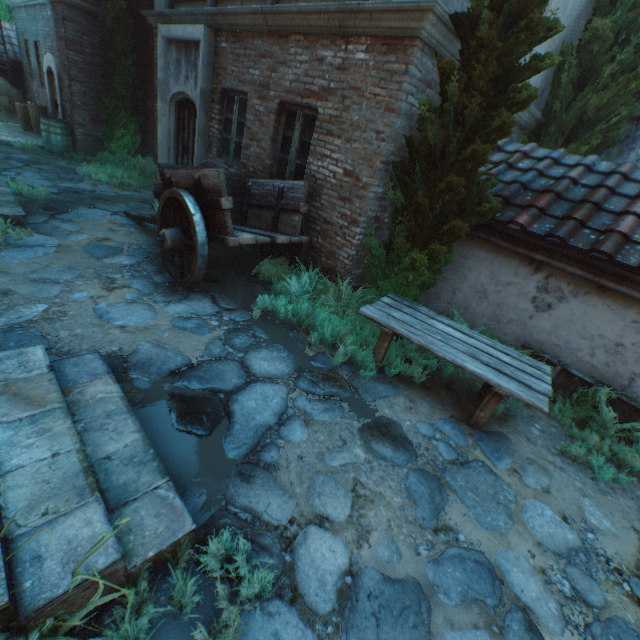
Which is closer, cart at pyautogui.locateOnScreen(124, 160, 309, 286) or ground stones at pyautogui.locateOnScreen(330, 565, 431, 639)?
ground stones at pyautogui.locateOnScreen(330, 565, 431, 639)

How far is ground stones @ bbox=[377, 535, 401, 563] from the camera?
2.3m

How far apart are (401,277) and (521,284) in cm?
185

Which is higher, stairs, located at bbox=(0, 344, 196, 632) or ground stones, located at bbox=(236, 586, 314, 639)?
stairs, located at bbox=(0, 344, 196, 632)

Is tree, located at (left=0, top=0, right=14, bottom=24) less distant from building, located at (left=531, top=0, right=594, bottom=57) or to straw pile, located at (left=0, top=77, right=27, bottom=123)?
building, located at (left=531, top=0, right=594, bottom=57)

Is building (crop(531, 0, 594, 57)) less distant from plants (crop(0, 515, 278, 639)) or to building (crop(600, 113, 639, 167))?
plants (crop(0, 515, 278, 639))

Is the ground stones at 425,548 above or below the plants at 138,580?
below

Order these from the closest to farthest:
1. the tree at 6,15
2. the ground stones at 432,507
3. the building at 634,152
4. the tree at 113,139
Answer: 1. the ground stones at 432,507
2. the building at 634,152
3. the tree at 113,139
4. the tree at 6,15
